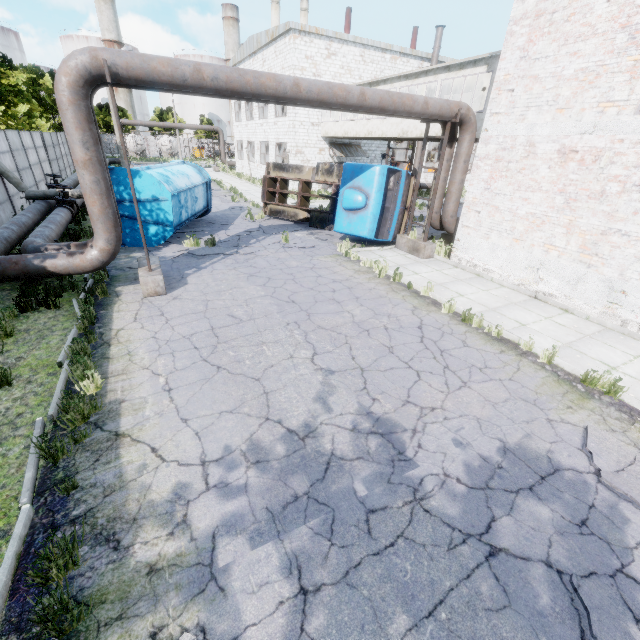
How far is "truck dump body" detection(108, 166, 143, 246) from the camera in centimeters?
1117cm

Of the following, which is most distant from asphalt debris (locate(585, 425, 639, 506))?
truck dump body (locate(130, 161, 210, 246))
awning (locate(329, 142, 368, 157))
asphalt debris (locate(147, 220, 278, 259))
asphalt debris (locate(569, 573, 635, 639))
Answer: → awning (locate(329, 142, 368, 157))

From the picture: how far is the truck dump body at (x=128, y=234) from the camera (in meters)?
11.17

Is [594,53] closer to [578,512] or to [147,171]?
[578,512]

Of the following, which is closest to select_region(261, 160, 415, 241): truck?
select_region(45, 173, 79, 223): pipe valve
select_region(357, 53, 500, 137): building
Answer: select_region(357, 53, 500, 137): building

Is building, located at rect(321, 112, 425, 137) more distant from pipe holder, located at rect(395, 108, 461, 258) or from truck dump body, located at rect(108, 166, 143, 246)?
truck dump body, located at rect(108, 166, 143, 246)

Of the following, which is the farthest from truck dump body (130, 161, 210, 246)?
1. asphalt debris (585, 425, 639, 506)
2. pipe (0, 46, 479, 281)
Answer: asphalt debris (585, 425, 639, 506)

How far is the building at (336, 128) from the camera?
18.1m
